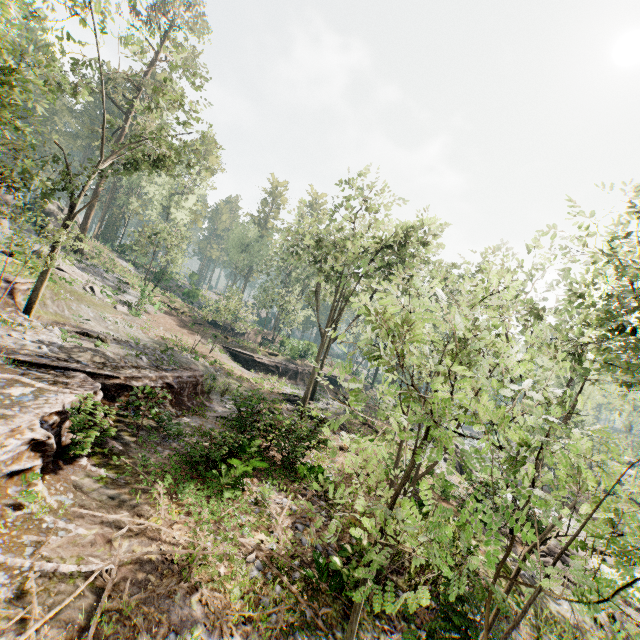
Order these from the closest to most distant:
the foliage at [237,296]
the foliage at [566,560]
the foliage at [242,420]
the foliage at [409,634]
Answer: the foliage at [566,560] → the foliage at [409,634] → the foliage at [242,420] → the foliage at [237,296]

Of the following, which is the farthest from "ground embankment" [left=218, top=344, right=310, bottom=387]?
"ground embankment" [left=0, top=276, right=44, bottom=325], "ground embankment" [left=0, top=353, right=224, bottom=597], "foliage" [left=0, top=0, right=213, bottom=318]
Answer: "ground embankment" [left=0, top=276, right=44, bottom=325]

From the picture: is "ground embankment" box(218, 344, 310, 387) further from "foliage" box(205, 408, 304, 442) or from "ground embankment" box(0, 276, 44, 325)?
"ground embankment" box(0, 276, 44, 325)

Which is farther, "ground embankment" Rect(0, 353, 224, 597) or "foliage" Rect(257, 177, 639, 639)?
"ground embankment" Rect(0, 353, 224, 597)

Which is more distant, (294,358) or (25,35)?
(294,358)

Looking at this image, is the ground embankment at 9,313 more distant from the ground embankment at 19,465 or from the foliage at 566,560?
the ground embankment at 19,465

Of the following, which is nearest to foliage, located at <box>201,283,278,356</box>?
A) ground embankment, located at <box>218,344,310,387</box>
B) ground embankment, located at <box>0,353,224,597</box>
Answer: ground embankment, located at <box>0,353,224,597</box>

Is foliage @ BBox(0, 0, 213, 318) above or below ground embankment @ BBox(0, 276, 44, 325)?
above
